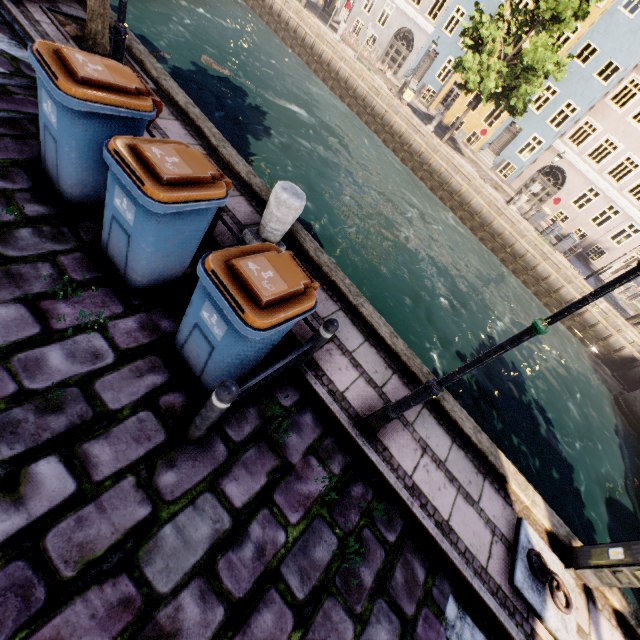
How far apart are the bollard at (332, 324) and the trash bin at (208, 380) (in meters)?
0.32

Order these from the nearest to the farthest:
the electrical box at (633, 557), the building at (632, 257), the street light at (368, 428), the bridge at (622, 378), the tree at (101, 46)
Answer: the street light at (368, 428)
the electrical box at (633, 557)
the tree at (101, 46)
the bridge at (622, 378)
the building at (632, 257)

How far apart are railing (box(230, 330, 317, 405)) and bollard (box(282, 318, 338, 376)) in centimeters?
3cm

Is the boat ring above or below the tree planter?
above

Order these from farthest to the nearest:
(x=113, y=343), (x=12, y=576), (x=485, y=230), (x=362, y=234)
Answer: (x=485, y=230) < (x=362, y=234) < (x=113, y=343) < (x=12, y=576)

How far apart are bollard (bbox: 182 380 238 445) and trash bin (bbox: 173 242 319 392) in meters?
0.3

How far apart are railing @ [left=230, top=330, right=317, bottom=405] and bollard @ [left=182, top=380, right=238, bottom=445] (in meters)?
0.07

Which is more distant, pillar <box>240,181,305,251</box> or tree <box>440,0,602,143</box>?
tree <box>440,0,602,143</box>
